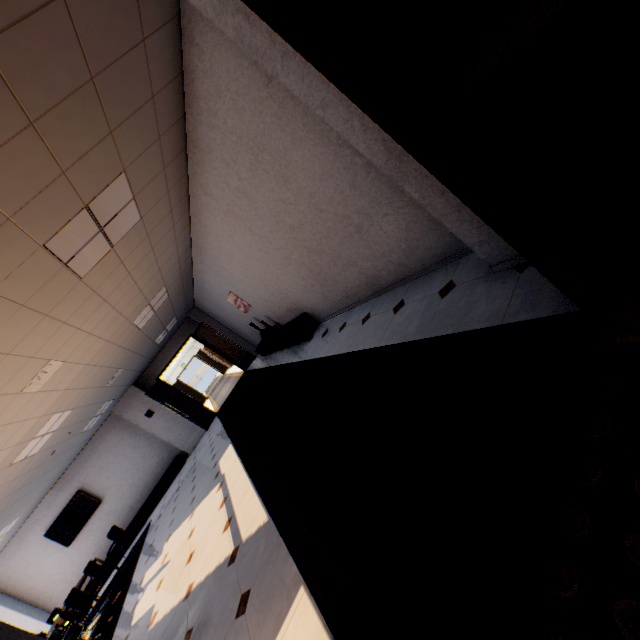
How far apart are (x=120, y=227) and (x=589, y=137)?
4.1m

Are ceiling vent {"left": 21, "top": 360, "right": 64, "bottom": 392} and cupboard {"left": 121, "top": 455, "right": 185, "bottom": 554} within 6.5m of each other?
no

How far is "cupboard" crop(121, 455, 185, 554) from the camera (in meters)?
10.21

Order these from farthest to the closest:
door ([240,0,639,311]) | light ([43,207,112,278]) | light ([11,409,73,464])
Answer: light ([11,409,73,464]), light ([43,207,112,278]), door ([240,0,639,311])

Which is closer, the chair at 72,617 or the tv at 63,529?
the chair at 72,617

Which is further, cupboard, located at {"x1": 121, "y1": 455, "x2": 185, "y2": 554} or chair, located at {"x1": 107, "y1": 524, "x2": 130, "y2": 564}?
cupboard, located at {"x1": 121, "y1": 455, "x2": 185, "y2": 554}

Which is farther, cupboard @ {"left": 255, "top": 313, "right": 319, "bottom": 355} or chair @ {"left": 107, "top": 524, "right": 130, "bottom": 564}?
chair @ {"left": 107, "top": 524, "right": 130, "bottom": 564}

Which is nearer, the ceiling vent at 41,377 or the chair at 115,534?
the ceiling vent at 41,377
